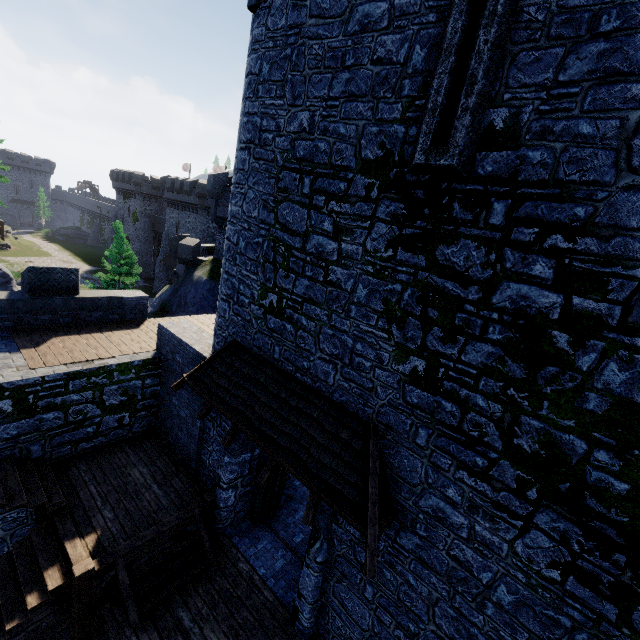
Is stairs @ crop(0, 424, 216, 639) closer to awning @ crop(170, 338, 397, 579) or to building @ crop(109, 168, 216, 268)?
awning @ crop(170, 338, 397, 579)

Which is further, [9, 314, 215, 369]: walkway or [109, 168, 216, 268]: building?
[109, 168, 216, 268]: building

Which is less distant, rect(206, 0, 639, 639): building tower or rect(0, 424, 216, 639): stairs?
rect(206, 0, 639, 639): building tower

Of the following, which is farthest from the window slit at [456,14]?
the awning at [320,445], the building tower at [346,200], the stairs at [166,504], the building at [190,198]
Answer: Answer: the building at [190,198]

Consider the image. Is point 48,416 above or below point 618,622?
below

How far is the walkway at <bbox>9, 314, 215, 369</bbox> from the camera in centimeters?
916cm

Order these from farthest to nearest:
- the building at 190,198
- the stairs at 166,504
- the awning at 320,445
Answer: the building at 190,198
the stairs at 166,504
the awning at 320,445

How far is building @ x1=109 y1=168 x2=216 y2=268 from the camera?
42.38m
